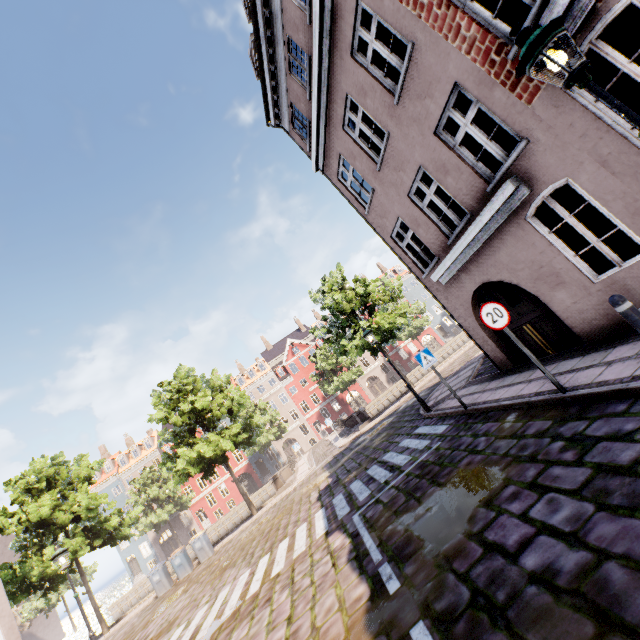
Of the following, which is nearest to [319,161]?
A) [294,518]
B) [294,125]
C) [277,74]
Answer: [294,125]

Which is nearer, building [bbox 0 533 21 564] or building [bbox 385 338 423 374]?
building [bbox 0 533 21 564]

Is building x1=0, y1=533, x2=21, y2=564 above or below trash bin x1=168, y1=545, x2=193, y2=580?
above

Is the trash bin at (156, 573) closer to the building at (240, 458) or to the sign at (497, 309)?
the building at (240, 458)

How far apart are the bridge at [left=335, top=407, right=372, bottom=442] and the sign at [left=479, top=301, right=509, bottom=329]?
22.2m

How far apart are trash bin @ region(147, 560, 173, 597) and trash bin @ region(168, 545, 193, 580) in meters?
0.5

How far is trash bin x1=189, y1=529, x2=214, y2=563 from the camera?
17.6m

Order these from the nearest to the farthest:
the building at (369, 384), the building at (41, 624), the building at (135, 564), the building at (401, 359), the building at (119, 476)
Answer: the building at (41, 624) → the building at (135, 564) → the building at (119, 476) → the building at (369, 384) → the building at (401, 359)
